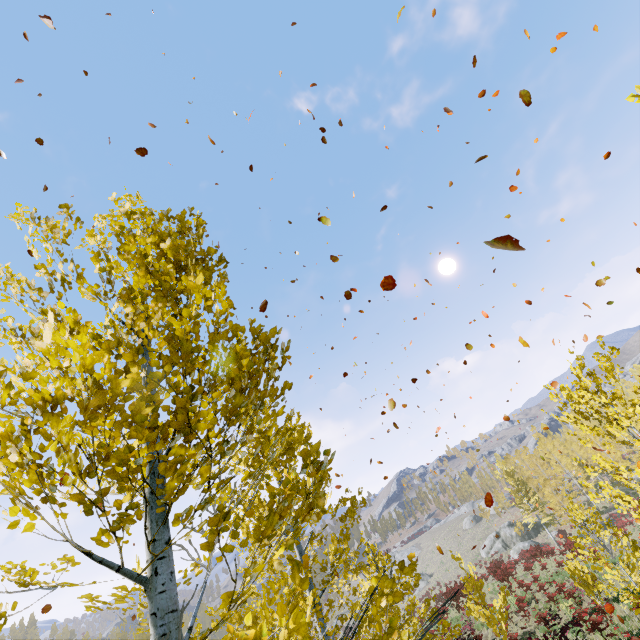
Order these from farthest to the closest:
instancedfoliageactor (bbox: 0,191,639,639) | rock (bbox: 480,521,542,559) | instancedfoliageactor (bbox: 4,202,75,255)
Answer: rock (bbox: 480,521,542,559), instancedfoliageactor (bbox: 4,202,75,255), instancedfoliageactor (bbox: 0,191,639,639)

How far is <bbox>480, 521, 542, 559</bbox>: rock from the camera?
43.2m

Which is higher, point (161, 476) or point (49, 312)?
point (49, 312)

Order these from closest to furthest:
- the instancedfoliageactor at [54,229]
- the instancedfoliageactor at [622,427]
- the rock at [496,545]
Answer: the instancedfoliageactor at [622,427] < the instancedfoliageactor at [54,229] < the rock at [496,545]

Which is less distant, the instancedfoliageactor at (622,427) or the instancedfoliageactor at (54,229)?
the instancedfoliageactor at (622,427)

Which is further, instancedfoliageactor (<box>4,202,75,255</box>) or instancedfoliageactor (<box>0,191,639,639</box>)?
instancedfoliageactor (<box>4,202,75,255</box>)

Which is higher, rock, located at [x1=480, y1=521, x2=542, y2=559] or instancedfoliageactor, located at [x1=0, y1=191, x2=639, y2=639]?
instancedfoliageactor, located at [x1=0, y1=191, x2=639, y2=639]
